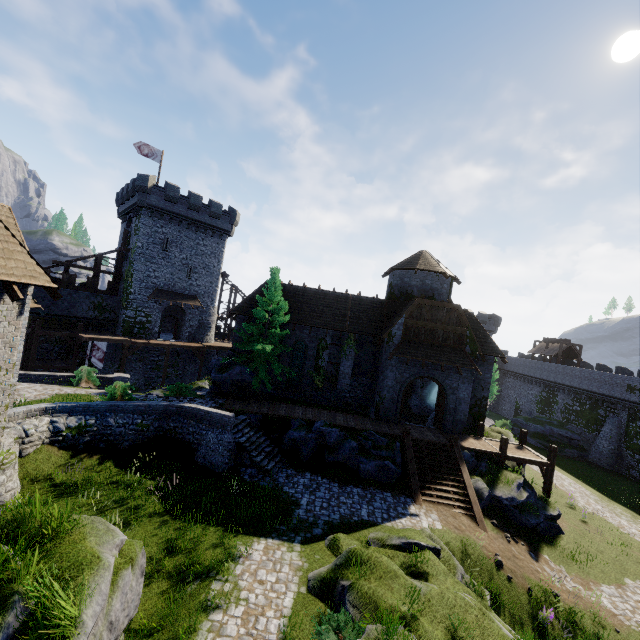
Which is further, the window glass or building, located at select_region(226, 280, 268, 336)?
the window glass

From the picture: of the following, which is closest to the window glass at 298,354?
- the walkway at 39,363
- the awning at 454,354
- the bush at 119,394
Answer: the awning at 454,354

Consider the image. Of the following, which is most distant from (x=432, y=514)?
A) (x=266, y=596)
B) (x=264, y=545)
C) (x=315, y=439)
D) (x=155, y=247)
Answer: (x=155, y=247)

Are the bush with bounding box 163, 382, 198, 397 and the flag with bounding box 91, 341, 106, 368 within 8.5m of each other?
no

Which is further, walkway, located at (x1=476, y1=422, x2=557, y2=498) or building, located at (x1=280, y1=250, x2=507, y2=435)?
building, located at (x1=280, y1=250, x2=507, y2=435)

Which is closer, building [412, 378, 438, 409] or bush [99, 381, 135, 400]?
bush [99, 381, 135, 400]

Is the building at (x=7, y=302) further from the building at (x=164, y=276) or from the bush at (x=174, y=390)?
the building at (x=164, y=276)

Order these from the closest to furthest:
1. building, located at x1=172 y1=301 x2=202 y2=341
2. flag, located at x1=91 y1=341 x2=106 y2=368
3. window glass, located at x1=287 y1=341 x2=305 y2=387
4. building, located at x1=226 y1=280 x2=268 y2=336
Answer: building, located at x1=226 y1=280 x2=268 y2=336
window glass, located at x1=287 y1=341 x2=305 y2=387
flag, located at x1=91 y1=341 x2=106 y2=368
building, located at x1=172 y1=301 x2=202 y2=341
